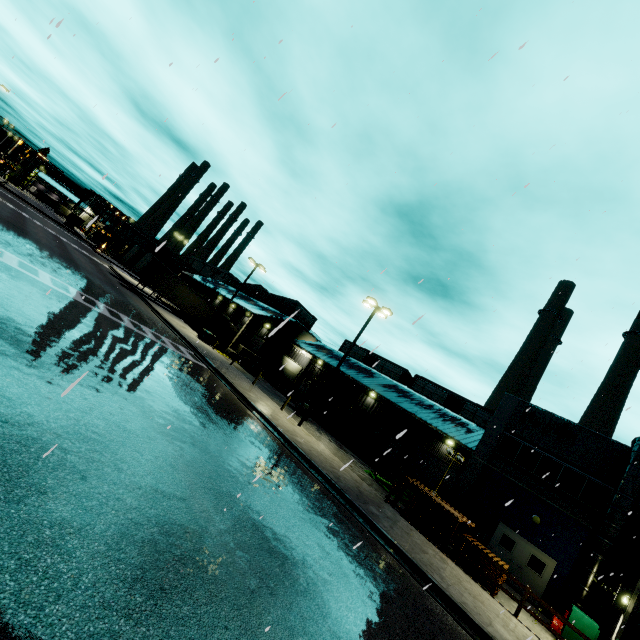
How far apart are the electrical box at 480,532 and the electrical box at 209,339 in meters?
24.9 m

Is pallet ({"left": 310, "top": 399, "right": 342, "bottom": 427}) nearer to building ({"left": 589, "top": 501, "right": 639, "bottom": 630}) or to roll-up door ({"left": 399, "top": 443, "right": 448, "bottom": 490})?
building ({"left": 589, "top": 501, "right": 639, "bottom": 630})

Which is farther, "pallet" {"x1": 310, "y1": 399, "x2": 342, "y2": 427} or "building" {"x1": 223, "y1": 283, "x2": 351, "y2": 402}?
"building" {"x1": 223, "y1": 283, "x2": 351, "y2": 402}

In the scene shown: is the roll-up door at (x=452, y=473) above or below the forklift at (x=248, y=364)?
above

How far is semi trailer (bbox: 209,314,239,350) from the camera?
42.4 meters

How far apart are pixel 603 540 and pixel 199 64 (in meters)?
25.94

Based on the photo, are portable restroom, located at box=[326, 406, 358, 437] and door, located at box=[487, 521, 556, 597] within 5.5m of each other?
no

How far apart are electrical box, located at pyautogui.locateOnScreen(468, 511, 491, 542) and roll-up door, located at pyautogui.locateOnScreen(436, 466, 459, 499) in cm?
751
